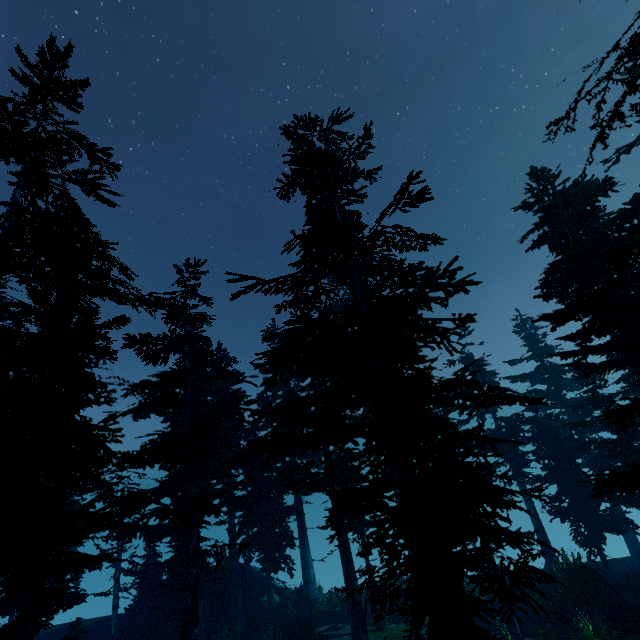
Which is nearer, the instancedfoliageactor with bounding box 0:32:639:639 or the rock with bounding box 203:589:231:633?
the instancedfoliageactor with bounding box 0:32:639:639

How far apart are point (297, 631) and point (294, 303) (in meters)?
19.57

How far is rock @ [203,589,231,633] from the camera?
21.9 meters

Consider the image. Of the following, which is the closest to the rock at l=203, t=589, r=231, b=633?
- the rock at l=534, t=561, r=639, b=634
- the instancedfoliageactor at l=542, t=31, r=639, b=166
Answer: the instancedfoliageactor at l=542, t=31, r=639, b=166

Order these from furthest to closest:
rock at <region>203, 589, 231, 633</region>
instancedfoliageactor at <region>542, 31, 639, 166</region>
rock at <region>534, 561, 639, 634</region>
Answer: rock at <region>203, 589, 231, 633</region>
rock at <region>534, 561, 639, 634</region>
instancedfoliageactor at <region>542, 31, 639, 166</region>

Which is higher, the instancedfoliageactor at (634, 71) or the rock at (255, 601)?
the instancedfoliageactor at (634, 71)

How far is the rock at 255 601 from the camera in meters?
23.4 m

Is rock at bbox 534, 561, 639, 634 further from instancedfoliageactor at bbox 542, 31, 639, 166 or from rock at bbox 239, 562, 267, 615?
rock at bbox 239, 562, 267, 615
